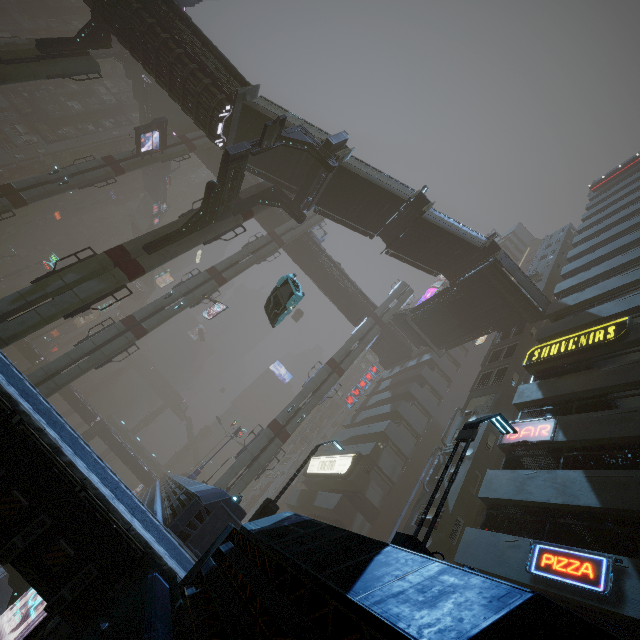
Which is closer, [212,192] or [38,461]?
[38,461]

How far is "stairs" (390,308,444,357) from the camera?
34.06m

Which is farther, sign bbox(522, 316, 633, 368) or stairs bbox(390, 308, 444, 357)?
stairs bbox(390, 308, 444, 357)

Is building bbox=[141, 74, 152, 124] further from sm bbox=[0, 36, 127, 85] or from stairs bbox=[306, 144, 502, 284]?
stairs bbox=[306, 144, 502, 284]

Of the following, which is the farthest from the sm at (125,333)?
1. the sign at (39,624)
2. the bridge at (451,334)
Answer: the bridge at (451,334)

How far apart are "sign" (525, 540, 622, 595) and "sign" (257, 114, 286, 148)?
21.48m

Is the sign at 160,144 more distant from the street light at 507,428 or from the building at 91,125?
the street light at 507,428

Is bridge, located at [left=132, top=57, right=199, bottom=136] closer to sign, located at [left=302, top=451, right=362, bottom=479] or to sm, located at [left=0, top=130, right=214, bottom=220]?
sm, located at [left=0, top=130, right=214, bottom=220]
